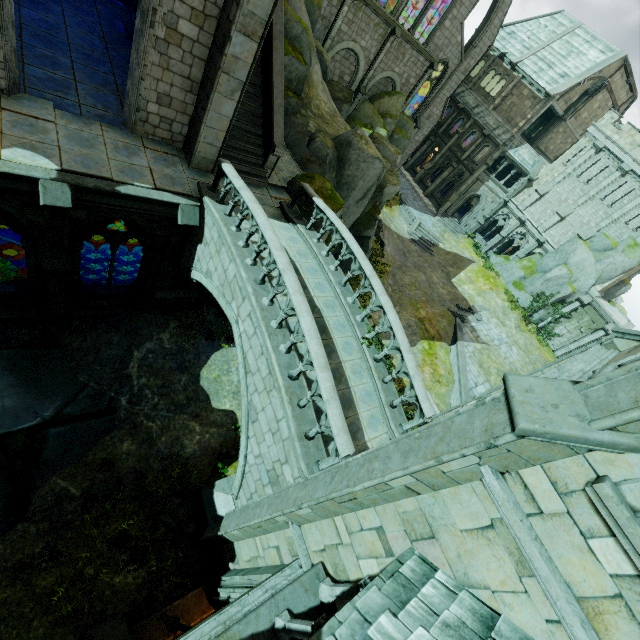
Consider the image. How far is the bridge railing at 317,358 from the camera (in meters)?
6.46

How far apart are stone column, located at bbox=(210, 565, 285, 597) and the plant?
1.2 meters

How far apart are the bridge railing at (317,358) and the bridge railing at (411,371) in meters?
2.7

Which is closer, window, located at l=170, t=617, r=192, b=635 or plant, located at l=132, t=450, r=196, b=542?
window, located at l=170, t=617, r=192, b=635

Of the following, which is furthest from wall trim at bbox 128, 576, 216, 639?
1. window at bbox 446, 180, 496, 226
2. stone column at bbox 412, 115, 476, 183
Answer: stone column at bbox 412, 115, 476, 183

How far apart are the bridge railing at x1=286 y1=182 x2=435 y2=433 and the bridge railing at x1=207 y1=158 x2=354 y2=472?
2.7m

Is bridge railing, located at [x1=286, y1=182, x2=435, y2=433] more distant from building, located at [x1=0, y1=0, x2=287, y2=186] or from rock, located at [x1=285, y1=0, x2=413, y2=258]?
rock, located at [x1=285, y1=0, x2=413, y2=258]

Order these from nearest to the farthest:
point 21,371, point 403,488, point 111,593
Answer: point 403,488 < point 111,593 < point 21,371
